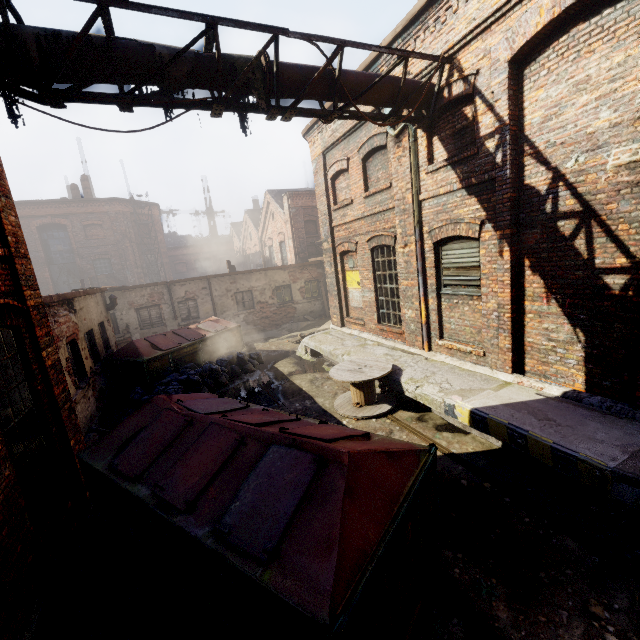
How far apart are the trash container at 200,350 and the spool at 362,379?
5.7 meters

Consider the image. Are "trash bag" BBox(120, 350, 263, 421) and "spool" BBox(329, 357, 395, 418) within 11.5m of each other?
yes

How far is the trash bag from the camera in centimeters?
886cm

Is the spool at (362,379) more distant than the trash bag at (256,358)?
No

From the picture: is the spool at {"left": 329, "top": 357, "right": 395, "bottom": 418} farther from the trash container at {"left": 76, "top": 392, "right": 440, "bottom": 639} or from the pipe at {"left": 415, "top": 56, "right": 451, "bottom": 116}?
the pipe at {"left": 415, "top": 56, "right": 451, "bottom": 116}

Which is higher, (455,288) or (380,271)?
(380,271)

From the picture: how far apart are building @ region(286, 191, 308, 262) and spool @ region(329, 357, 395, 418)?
14.4 meters

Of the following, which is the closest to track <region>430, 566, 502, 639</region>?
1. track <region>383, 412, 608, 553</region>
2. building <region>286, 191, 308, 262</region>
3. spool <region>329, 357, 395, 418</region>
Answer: spool <region>329, 357, 395, 418</region>
